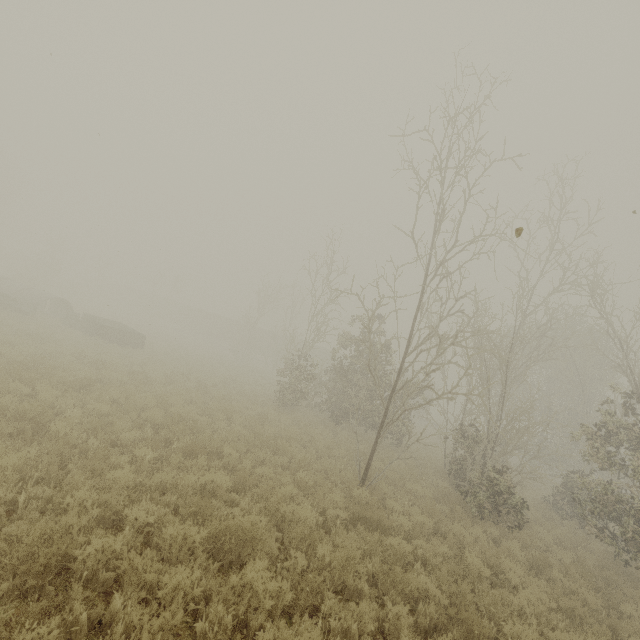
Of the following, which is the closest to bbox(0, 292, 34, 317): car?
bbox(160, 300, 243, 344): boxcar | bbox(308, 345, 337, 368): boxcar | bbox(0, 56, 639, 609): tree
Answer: bbox(0, 56, 639, 609): tree

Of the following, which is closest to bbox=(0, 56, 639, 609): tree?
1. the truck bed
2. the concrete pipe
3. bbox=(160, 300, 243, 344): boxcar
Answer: the truck bed

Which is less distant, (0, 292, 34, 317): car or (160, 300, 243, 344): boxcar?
(0, 292, 34, 317): car

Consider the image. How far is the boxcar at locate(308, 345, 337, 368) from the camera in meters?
44.7

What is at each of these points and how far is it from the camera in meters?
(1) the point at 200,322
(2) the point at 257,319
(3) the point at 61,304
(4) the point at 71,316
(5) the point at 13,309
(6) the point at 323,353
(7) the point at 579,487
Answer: (1) boxcar, 55.6 m
(2) tree, 34.2 m
(3) concrete pipe, 26.2 m
(4) dresser, 24.9 m
(5) car, 20.9 m
(6) boxcar, 45.3 m
(7) tree, 14.8 m

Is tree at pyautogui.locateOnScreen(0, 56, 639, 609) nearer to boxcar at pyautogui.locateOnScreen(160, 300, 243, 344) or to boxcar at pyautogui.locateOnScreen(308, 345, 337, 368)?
boxcar at pyautogui.locateOnScreen(308, 345, 337, 368)

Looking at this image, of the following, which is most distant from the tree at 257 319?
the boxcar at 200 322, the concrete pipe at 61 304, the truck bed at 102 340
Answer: the concrete pipe at 61 304

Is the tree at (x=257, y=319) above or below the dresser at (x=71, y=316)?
above
